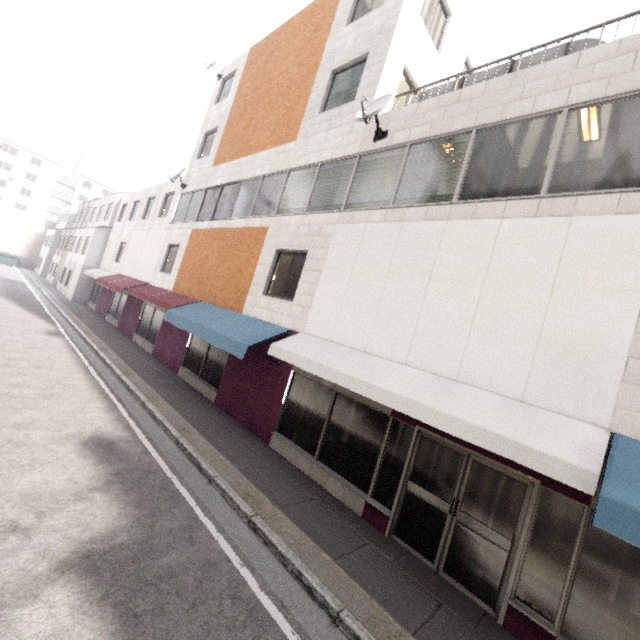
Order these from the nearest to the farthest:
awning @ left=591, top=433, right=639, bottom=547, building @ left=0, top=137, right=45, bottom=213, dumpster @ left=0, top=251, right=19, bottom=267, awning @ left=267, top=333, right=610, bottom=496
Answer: awning @ left=591, top=433, right=639, bottom=547, awning @ left=267, top=333, right=610, bottom=496, dumpster @ left=0, top=251, right=19, bottom=267, building @ left=0, top=137, right=45, bottom=213

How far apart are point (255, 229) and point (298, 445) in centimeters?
718cm

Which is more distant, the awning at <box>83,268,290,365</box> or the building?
the building

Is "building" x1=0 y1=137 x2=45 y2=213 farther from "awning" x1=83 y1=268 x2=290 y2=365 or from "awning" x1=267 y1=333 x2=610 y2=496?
"awning" x1=267 y1=333 x2=610 y2=496

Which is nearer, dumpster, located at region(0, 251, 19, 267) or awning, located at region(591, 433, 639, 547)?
awning, located at region(591, 433, 639, 547)

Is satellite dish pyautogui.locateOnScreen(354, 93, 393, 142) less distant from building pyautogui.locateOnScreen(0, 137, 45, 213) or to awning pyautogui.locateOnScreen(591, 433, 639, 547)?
awning pyautogui.locateOnScreen(591, 433, 639, 547)

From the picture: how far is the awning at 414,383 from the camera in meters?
3.8 m

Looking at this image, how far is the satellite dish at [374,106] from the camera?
7.4 meters
